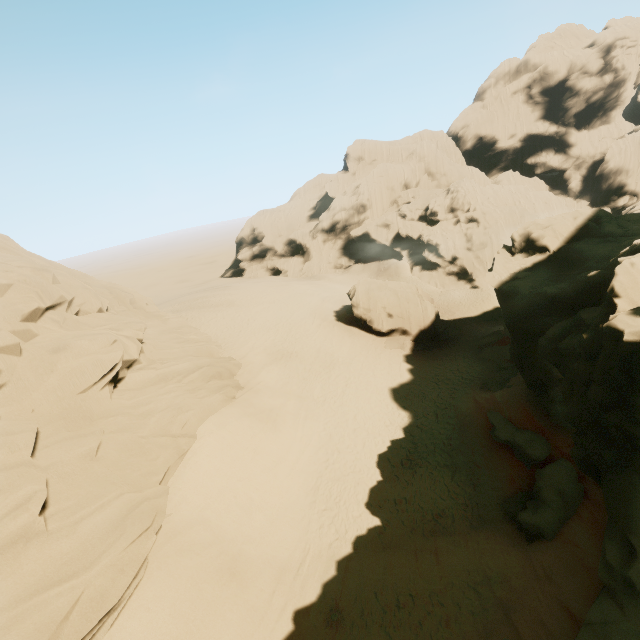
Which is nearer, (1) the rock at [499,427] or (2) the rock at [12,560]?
(2) the rock at [12,560]

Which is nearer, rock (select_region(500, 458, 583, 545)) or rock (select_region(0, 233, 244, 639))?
rock (select_region(0, 233, 244, 639))

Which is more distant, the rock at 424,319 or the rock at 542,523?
the rock at 424,319

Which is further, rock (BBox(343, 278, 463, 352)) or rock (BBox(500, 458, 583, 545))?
rock (BBox(343, 278, 463, 352))

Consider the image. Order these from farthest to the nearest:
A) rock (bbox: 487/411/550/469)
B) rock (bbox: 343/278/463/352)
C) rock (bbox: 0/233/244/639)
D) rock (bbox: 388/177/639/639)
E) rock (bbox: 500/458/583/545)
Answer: rock (bbox: 343/278/463/352)
rock (bbox: 487/411/550/469)
rock (bbox: 500/458/583/545)
rock (bbox: 388/177/639/639)
rock (bbox: 0/233/244/639)

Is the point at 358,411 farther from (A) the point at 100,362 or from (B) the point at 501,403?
(A) the point at 100,362
